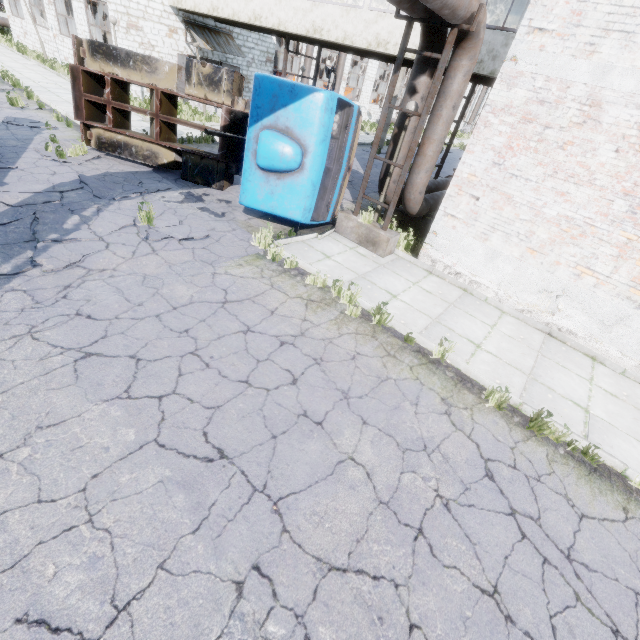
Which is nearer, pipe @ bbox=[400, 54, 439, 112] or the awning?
pipe @ bbox=[400, 54, 439, 112]

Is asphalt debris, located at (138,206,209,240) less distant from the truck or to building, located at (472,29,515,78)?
the truck

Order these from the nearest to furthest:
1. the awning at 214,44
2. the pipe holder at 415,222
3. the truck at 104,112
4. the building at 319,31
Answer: the pipe holder at 415,222 → the truck at 104,112 → the building at 319,31 → the awning at 214,44

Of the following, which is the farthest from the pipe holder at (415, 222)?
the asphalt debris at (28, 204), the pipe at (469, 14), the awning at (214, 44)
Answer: the awning at (214, 44)

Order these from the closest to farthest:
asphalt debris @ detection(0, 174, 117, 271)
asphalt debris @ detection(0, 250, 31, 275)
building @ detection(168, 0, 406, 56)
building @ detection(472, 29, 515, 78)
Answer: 1. asphalt debris @ detection(0, 250, 31, 275)
2. asphalt debris @ detection(0, 174, 117, 271)
3. building @ detection(472, 29, 515, 78)
4. building @ detection(168, 0, 406, 56)

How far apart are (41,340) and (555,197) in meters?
9.3 m

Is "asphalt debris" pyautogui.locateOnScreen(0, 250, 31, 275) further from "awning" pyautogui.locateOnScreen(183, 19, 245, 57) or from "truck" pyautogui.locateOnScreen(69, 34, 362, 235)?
"awning" pyautogui.locateOnScreen(183, 19, 245, 57)

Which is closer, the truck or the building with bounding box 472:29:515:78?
the truck
